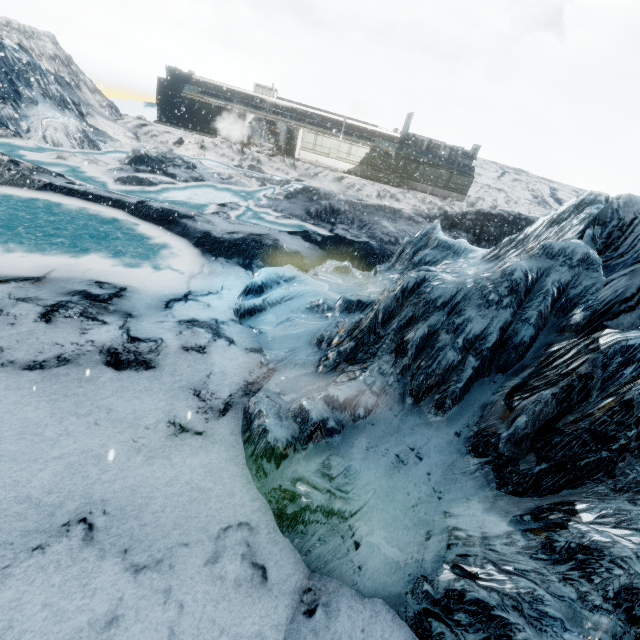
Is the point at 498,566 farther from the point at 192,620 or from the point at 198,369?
the point at 198,369
